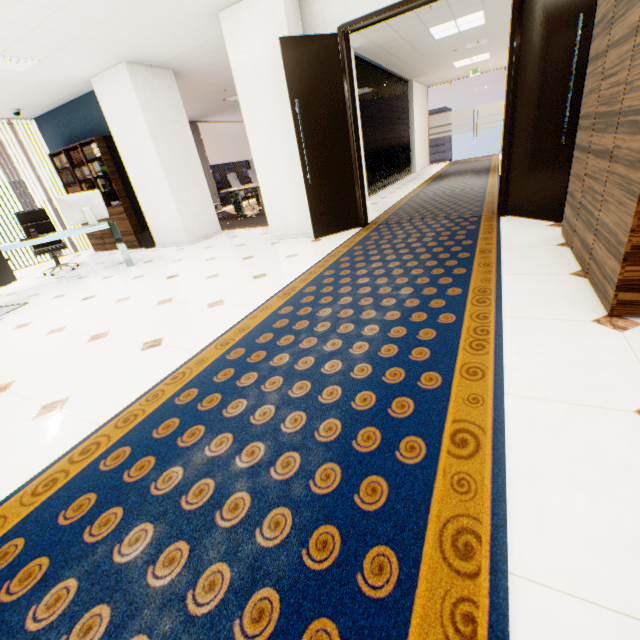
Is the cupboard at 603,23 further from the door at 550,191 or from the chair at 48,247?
the chair at 48,247

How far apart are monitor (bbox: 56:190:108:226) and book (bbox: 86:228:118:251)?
1.5 meters

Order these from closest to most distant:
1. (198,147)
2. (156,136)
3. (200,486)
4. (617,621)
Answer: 1. (617,621)
2. (200,486)
3. (156,136)
4. (198,147)

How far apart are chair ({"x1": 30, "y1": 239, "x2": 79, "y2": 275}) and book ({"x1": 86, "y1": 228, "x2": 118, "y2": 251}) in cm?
111

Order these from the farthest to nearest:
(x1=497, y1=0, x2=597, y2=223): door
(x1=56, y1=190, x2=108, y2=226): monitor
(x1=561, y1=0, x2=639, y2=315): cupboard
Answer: (x1=56, y1=190, x2=108, y2=226): monitor < (x1=497, y1=0, x2=597, y2=223): door < (x1=561, y1=0, x2=639, y2=315): cupboard

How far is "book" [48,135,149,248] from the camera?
6.4 meters

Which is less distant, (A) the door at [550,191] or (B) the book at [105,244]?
(A) the door at [550,191]

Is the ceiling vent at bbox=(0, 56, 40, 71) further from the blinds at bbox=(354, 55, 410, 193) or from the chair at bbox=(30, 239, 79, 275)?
the blinds at bbox=(354, 55, 410, 193)
